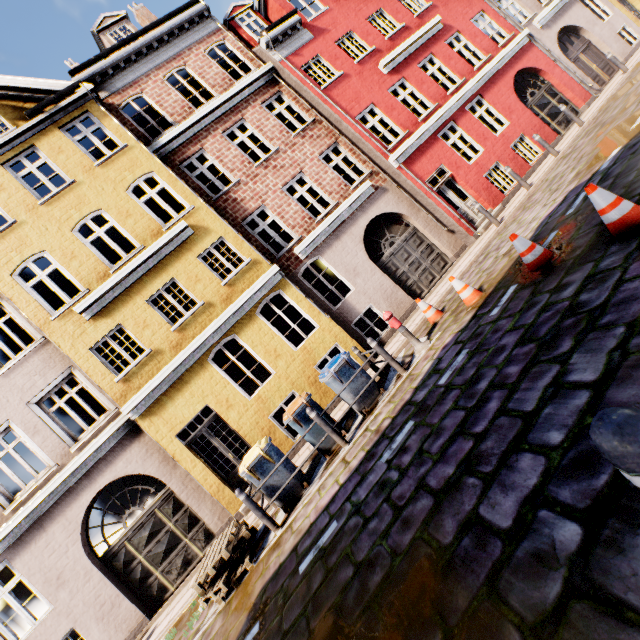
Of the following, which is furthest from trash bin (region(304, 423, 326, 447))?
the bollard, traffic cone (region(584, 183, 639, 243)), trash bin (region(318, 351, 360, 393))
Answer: the bollard

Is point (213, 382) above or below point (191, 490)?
above

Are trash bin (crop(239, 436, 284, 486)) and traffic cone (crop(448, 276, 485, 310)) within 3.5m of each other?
no

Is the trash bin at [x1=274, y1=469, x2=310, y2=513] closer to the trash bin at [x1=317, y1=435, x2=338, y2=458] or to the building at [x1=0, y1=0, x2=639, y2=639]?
the trash bin at [x1=317, y1=435, x2=338, y2=458]

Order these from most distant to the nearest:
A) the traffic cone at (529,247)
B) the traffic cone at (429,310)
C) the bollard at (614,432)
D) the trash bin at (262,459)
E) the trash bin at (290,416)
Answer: the traffic cone at (429,310), the trash bin at (290,416), the trash bin at (262,459), the traffic cone at (529,247), the bollard at (614,432)

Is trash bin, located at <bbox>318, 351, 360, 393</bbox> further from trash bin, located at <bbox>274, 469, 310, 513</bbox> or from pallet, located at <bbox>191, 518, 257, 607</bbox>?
pallet, located at <bbox>191, 518, 257, 607</bbox>

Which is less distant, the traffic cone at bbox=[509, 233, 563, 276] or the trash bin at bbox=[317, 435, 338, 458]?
the traffic cone at bbox=[509, 233, 563, 276]

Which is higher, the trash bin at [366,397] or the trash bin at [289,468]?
the trash bin at [289,468]
